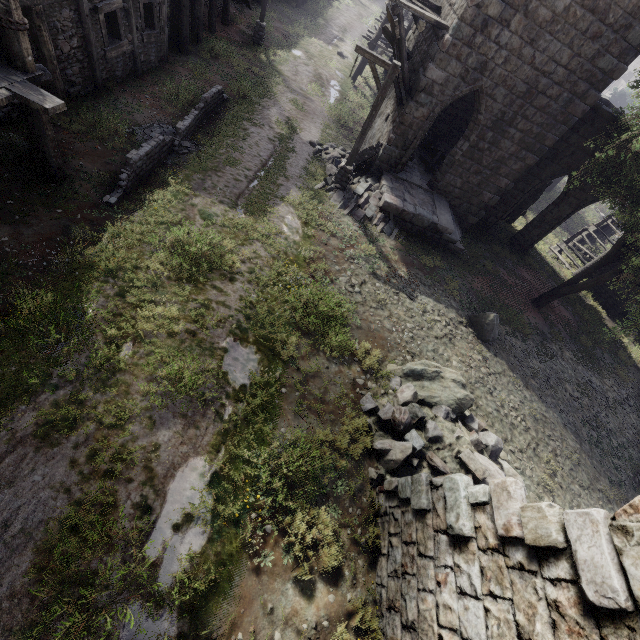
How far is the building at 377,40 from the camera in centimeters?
2201cm

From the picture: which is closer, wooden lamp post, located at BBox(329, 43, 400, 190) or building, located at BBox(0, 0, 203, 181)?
building, located at BBox(0, 0, 203, 181)

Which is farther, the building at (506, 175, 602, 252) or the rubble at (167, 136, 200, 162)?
the building at (506, 175, 602, 252)

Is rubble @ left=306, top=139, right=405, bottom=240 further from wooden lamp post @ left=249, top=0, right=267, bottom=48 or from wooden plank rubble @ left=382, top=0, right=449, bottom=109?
wooden lamp post @ left=249, top=0, right=267, bottom=48

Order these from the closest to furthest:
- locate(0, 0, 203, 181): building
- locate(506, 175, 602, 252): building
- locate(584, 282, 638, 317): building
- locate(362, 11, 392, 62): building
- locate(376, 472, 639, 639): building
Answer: locate(376, 472, 639, 639): building → locate(0, 0, 203, 181): building → locate(506, 175, 602, 252): building → locate(584, 282, 638, 317): building → locate(362, 11, 392, 62): building

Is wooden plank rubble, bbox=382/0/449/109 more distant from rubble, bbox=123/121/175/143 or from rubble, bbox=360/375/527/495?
rubble, bbox=360/375/527/495

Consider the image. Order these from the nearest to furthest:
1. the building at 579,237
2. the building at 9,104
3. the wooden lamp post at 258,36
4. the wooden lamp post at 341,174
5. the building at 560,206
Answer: the building at 9,104 → the wooden lamp post at 341,174 → the building at 560,206 → the wooden lamp post at 258,36 → the building at 579,237

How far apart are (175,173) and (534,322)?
15.4m
